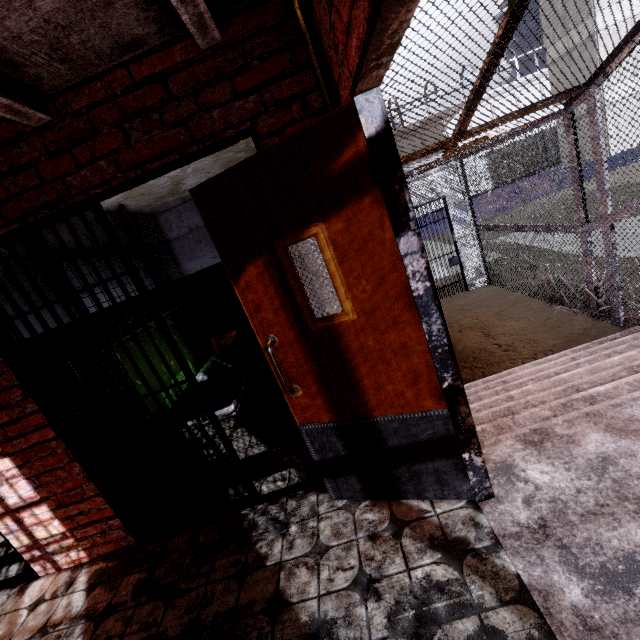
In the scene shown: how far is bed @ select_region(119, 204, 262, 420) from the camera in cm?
324

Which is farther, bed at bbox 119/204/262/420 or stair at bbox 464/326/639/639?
bed at bbox 119/204/262/420

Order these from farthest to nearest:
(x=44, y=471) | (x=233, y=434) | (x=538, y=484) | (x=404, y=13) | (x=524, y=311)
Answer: (x=524, y=311)
(x=233, y=434)
(x=44, y=471)
(x=538, y=484)
(x=404, y=13)

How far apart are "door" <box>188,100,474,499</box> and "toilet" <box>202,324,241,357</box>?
3.6m

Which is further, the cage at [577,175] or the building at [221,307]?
the building at [221,307]

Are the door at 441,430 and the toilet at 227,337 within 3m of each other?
no

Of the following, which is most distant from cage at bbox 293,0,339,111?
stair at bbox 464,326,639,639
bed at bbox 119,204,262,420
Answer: bed at bbox 119,204,262,420
